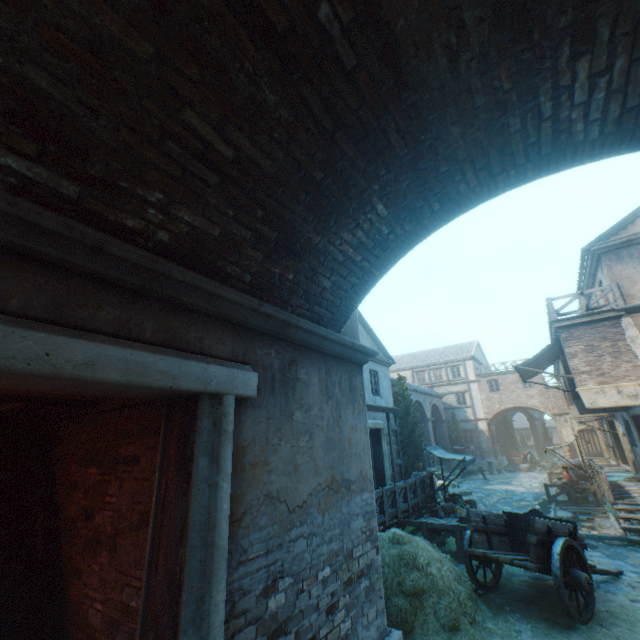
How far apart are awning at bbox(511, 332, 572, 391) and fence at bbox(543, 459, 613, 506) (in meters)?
3.25

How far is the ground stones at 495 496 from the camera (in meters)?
15.66

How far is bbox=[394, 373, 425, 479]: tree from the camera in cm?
2027

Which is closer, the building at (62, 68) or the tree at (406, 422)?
the building at (62, 68)

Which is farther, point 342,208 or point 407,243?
point 407,243

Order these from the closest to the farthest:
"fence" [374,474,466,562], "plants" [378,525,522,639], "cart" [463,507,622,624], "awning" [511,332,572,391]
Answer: "plants" [378,525,522,639] → "cart" [463,507,622,624] → "fence" [374,474,466,562] → "awning" [511,332,572,391]

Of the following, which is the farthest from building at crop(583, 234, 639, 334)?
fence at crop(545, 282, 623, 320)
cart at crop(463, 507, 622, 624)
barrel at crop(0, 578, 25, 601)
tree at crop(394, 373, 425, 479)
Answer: barrel at crop(0, 578, 25, 601)

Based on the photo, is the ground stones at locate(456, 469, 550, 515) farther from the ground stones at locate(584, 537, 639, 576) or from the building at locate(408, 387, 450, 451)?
the building at locate(408, 387, 450, 451)
